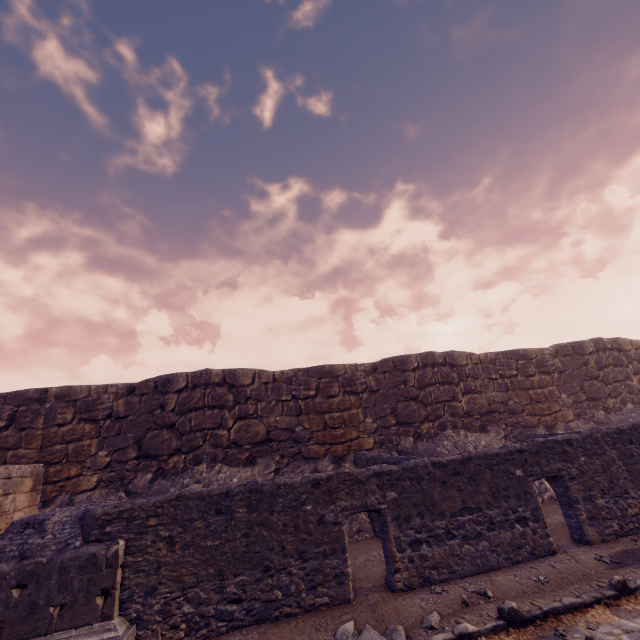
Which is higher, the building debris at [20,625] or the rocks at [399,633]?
the building debris at [20,625]

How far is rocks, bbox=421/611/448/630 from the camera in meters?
4.3

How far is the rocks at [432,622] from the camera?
4.25m

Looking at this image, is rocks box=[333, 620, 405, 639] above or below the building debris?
below

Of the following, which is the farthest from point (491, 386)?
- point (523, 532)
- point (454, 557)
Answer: point (454, 557)

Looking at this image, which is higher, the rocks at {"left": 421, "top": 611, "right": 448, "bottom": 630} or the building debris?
the building debris
